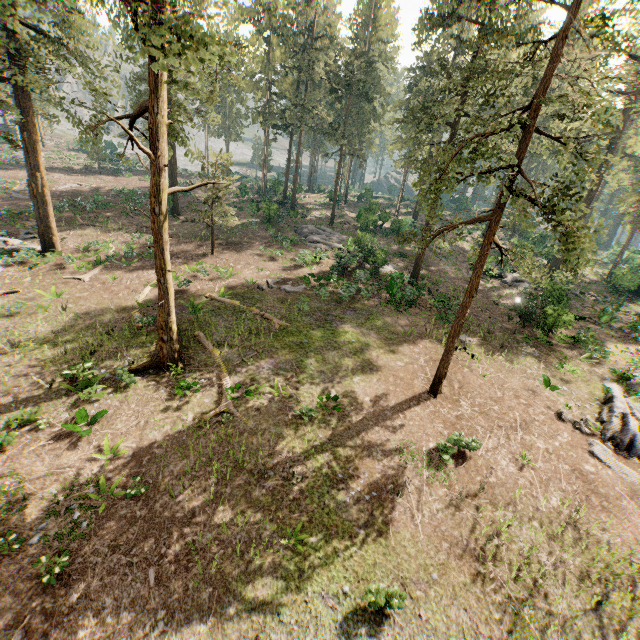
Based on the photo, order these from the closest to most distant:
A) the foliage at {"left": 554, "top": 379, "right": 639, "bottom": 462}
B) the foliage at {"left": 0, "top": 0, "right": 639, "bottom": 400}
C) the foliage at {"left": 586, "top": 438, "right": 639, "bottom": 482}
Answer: the foliage at {"left": 0, "top": 0, "right": 639, "bottom": 400} → the foliage at {"left": 586, "top": 438, "right": 639, "bottom": 482} → the foliage at {"left": 554, "top": 379, "right": 639, "bottom": 462}

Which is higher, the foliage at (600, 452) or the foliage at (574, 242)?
the foliage at (574, 242)

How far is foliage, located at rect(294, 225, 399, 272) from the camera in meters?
27.8 m

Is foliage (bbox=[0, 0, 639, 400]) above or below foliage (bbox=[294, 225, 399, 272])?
above

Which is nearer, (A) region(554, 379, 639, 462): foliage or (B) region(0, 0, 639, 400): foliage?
(B) region(0, 0, 639, 400): foliage

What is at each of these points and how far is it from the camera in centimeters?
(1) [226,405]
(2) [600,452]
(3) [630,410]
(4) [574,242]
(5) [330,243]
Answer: (1) foliage, 1377cm
(2) foliage, 1450cm
(3) foliage, 1666cm
(4) foliage, 988cm
(5) foliage, 3391cm

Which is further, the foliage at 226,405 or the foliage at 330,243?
the foliage at 330,243
